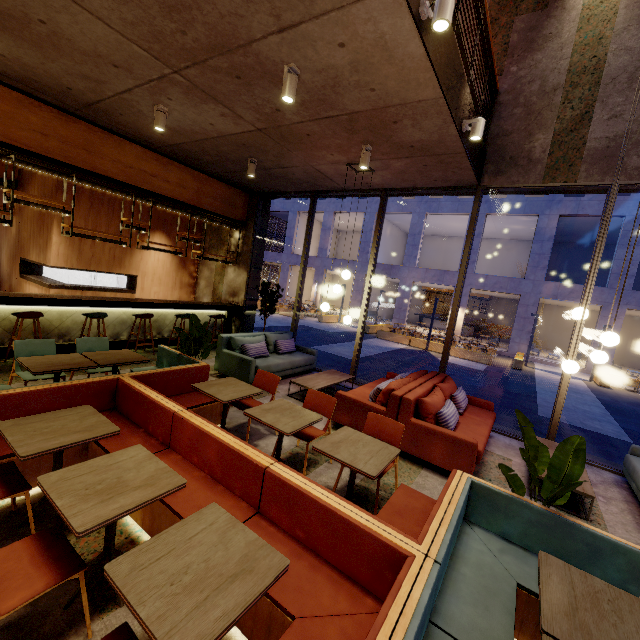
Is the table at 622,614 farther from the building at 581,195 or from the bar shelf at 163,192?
the building at 581,195

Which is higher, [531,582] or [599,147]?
[599,147]

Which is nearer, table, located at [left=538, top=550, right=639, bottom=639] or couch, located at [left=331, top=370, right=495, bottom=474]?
table, located at [left=538, top=550, right=639, bottom=639]

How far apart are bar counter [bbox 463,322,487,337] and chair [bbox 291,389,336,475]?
26.3m

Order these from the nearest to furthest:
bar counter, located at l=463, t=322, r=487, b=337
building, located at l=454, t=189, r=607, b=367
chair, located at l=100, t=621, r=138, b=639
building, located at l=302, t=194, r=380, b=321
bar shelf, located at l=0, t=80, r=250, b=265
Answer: chair, located at l=100, t=621, r=138, b=639 → bar shelf, located at l=0, t=80, r=250, b=265 → building, located at l=454, t=189, r=607, b=367 → building, located at l=302, t=194, r=380, b=321 → bar counter, located at l=463, t=322, r=487, b=337

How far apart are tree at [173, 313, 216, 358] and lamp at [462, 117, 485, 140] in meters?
4.7 m

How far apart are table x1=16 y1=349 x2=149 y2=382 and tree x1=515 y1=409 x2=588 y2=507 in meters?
4.5

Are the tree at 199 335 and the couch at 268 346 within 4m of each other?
yes
